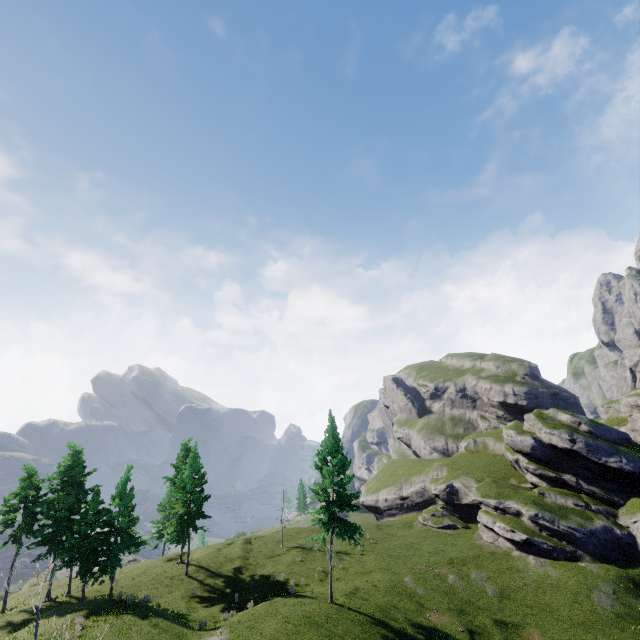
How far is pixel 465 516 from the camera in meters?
47.7
